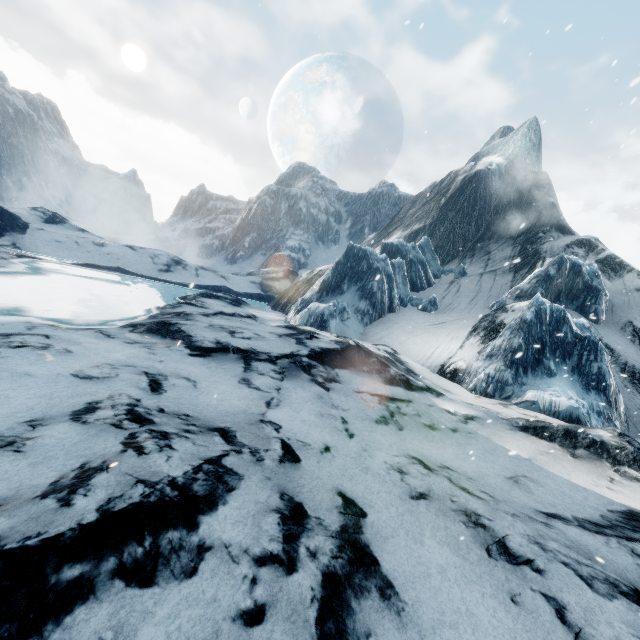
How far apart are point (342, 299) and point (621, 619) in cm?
2170
